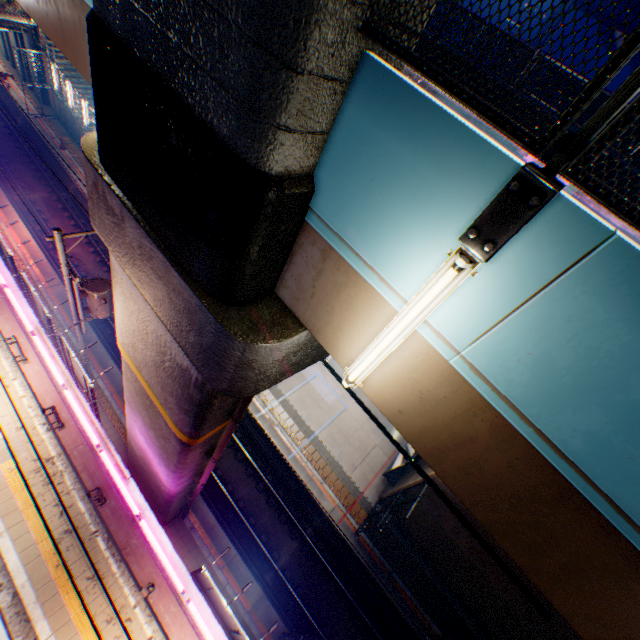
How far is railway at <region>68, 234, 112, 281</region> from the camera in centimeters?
2181cm

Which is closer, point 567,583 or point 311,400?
point 567,583

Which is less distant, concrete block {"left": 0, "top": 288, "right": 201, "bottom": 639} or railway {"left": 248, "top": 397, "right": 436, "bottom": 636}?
concrete block {"left": 0, "top": 288, "right": 201, "bottom": 639}

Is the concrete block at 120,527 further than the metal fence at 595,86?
Yes

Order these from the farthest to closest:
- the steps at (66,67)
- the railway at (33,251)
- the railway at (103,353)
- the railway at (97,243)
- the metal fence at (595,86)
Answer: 1. the steps at (66,67)
2. the railway at (97,243)
3. the railway at (33,251)
4. the railway at (103,353)
5. the metal fence at (595,86)

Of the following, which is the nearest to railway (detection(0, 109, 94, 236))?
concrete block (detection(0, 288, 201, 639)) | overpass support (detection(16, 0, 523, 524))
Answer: overpass support (detection(16, 0, 523, 524))

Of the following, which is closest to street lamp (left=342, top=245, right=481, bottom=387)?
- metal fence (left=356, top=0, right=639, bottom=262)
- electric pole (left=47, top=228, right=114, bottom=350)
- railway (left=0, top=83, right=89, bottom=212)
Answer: metal fence (left=356, top=0, right=639, bottom=262)
